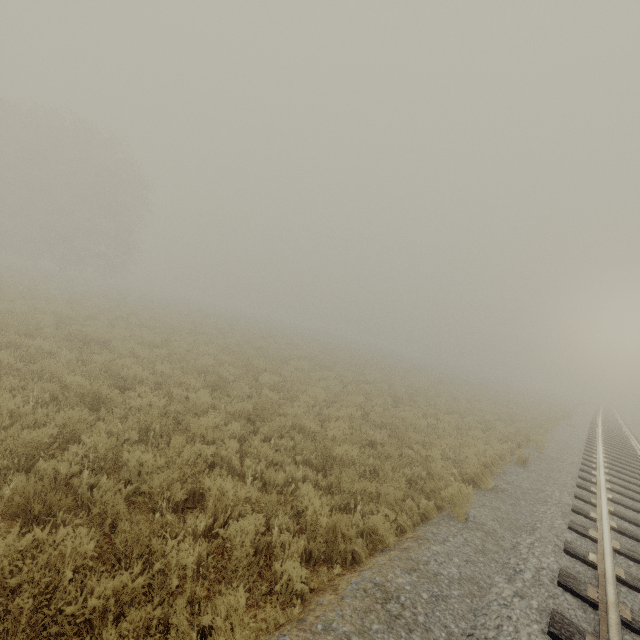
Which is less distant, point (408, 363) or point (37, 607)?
point (37, 607)
